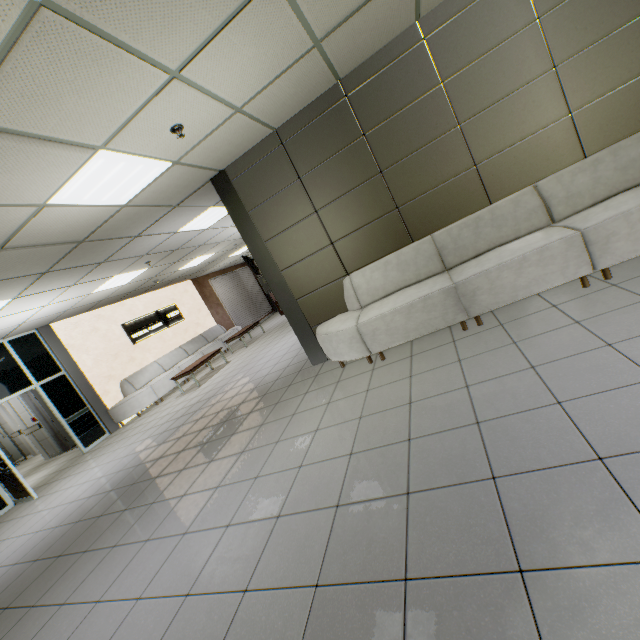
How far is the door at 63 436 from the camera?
9.33m

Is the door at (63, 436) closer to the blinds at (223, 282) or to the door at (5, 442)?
the door at (5, 442)

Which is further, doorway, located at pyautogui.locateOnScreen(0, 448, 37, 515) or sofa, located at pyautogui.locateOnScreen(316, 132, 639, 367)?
doorway, located at pyautogui.locateOnScreen(0, 448, 37, 515)

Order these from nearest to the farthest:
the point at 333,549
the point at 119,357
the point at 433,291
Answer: the point at 333,549 → the point at 433,291 → the point at 119,357

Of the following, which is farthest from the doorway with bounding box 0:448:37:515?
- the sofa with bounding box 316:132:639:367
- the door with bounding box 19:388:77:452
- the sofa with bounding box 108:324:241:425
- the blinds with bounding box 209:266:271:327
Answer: the blinds with bounding box 209:266:271:327

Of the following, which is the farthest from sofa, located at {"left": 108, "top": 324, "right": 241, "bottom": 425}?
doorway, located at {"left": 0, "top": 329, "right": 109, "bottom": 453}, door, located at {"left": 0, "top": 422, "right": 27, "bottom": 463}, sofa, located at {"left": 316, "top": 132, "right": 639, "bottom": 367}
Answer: door, located at {"left": 0, "top": 422, "right": 27, "bottom": 463}

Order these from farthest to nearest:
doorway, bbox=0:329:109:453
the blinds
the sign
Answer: the blinds
the sign
doorway, bbox=0:329:109:453

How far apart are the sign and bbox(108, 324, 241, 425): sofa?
0.76m
